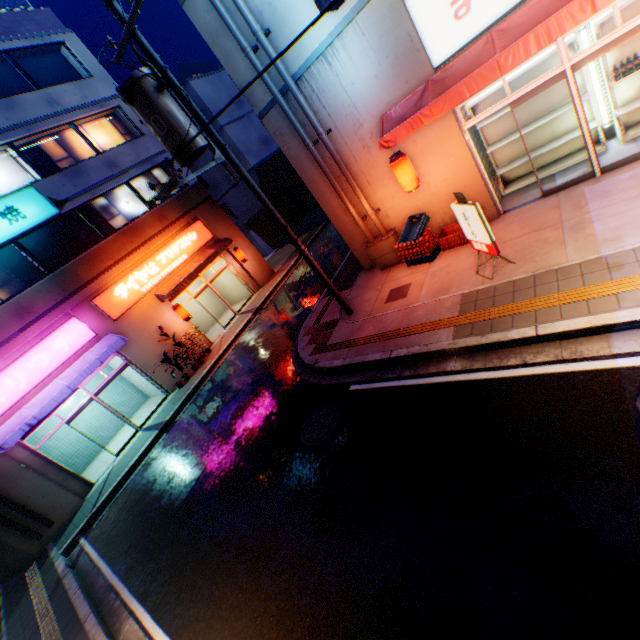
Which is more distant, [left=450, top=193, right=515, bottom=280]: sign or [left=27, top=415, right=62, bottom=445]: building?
[left=27, top=415, right=62, bottom=445]: building

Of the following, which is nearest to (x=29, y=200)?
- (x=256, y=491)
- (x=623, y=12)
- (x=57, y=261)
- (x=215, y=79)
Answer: (x=57, y=261)

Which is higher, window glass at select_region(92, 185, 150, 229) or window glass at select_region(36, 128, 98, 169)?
window glass at select_region(36, 128, 98, 169)

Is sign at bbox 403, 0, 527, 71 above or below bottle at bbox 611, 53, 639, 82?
above

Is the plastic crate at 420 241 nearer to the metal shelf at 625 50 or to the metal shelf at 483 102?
the metal shelf at 483 102

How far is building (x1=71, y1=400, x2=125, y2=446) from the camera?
14.8 meters

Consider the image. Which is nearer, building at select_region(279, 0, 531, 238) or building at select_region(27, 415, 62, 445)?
building at select_region(279, 0, 531, 238)

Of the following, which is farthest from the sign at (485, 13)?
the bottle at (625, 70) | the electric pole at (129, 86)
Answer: the electric pole at (129, 86)
